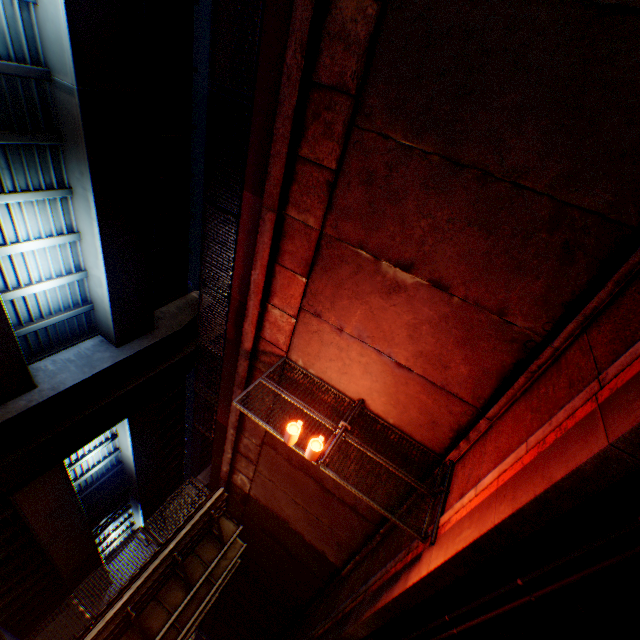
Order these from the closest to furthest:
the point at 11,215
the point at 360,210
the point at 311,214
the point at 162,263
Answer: the point at 360,210 → the point at 311,214 → the point at 11,215 → the point at 162,263

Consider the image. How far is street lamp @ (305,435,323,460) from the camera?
6.5m

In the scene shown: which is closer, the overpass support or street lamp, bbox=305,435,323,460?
street lamp, bbox=305,435,323,460

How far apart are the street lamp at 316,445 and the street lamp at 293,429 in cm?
33

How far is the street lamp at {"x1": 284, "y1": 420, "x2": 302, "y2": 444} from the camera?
6.69m

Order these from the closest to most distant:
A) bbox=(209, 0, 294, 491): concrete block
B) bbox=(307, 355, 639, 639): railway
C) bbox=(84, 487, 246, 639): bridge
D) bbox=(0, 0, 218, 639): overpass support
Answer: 1. bbox=(307, 355, 639, 639): railway
2. bbox=(209, 0, 294, 491): concrete block
3. bbox=(0, 0, 218, 639): overpass support
4. bbox=(84, 487, 246, 639): bridge

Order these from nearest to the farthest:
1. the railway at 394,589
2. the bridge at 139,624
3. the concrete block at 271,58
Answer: the railway at 394,589, the concrete block at 271,58, the bridge at 139,624

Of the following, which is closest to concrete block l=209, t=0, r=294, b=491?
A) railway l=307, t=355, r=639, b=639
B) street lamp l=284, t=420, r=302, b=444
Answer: street lamp l=284, t=420, r=302, b=444
